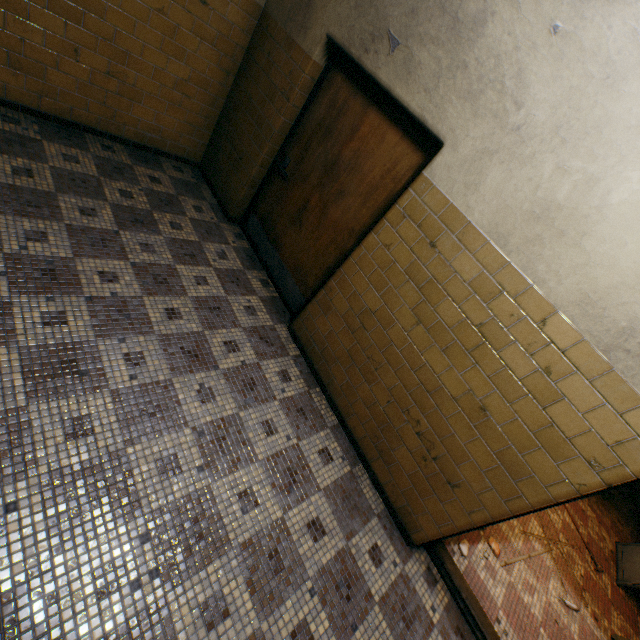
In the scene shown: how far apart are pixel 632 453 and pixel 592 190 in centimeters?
145cm

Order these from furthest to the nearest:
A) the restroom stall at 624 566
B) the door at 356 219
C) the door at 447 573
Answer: the restroom stall at 624 566
the door at 356 219
the door at 447 573

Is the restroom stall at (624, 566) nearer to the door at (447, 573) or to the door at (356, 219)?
the door at (447, 573)

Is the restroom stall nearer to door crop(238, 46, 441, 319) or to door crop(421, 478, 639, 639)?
door crop(421, 478, 639, 639)

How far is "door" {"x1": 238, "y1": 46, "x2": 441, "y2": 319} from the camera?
2.7m

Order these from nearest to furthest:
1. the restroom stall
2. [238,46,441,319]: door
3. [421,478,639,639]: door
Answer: [421,478,639,639]: door, [238,46,441,319]: door, the restroom stall

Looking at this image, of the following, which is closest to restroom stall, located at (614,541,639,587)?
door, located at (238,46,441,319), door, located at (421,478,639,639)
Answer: door, located at (421,478,639,639)
